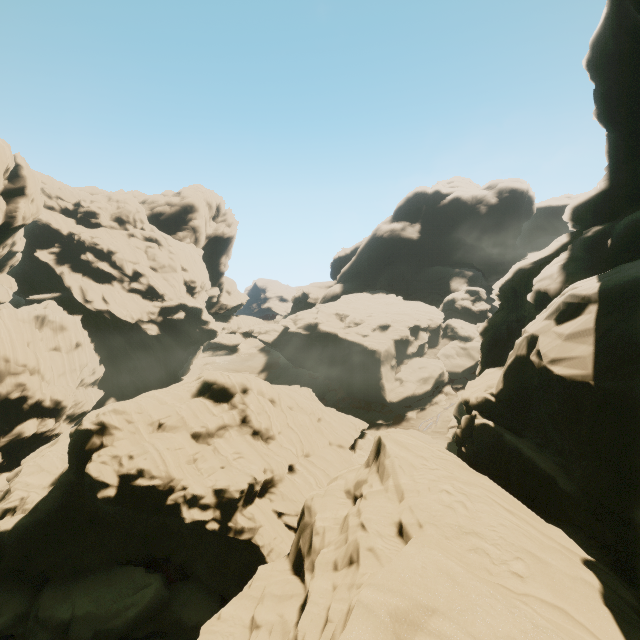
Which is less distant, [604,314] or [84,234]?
[604,314]
